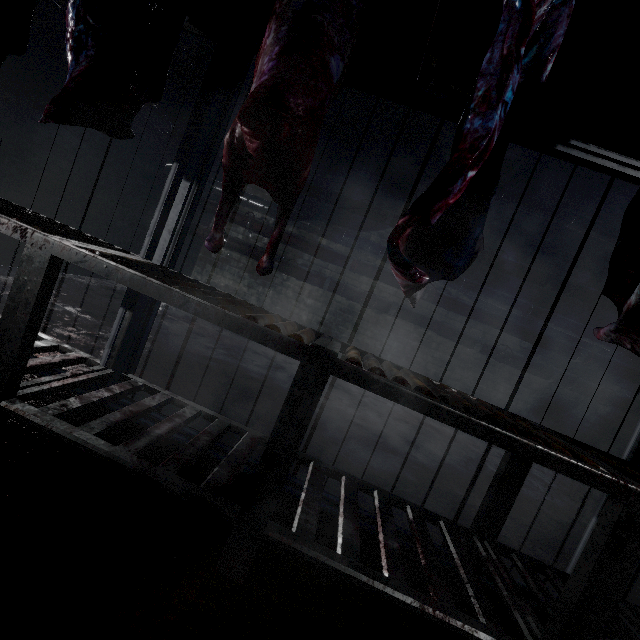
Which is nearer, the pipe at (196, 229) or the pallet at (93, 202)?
the pallet at (93, 202)

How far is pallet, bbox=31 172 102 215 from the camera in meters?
3.4

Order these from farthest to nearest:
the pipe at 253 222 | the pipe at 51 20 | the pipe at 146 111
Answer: the pipe at 253 222, the pipe at 146 111, the pipe at 51 20

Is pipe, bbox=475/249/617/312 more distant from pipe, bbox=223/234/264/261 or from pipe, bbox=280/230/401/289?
pipe, bbox=223/234/264/261

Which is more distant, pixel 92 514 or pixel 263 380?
pixel 263 380

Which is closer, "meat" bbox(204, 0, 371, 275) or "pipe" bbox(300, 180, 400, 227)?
"meat" bbox(204, 0, 371, 275)

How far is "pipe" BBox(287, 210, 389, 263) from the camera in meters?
4.5

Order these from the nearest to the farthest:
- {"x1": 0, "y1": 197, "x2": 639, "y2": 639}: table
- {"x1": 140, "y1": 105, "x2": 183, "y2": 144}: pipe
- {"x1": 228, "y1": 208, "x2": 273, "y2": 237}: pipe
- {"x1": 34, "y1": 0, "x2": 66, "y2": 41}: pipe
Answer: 1. {"x1": 0, "y1": 197, "x2": 639, "y2": 639}: table
2. {"x1": 34, "y1": 0, "x2": 66, "y2": 41}: pipe
3. {"x1": 140, "y1": 105, "x2": 183, "y2": 144}: pipe
4. {"x1": 228, "y1": 208, "x2": 273, "y2": 237}: pipe
